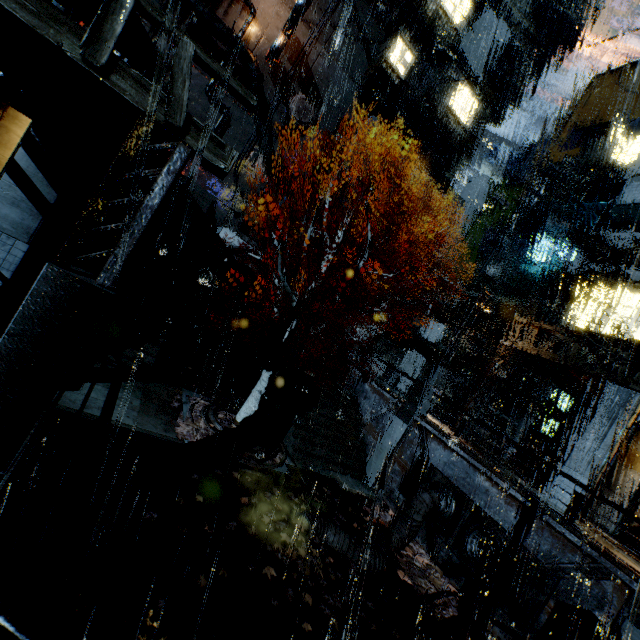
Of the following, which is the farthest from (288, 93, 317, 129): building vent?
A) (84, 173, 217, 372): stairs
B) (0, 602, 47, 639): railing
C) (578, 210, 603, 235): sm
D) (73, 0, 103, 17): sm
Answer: (0, 602, 47, 639): railing

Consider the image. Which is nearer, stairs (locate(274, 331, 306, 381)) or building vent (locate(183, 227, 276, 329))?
stairs (locate(274, 331, 306, 381))

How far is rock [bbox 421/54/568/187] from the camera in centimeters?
4703cm

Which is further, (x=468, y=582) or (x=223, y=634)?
(x=468, y=582)

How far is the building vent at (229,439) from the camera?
11.65m

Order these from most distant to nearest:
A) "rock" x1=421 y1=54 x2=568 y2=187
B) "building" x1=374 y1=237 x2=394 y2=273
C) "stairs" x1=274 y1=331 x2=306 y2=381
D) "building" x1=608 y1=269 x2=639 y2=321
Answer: "rock" x1=421 y1=54 x2=568 y2=187 → "building" x1=374 y1=237 x2=394 y2=273 → "stairs" x1=274 y1=331 x2=306 y2=381 → "building" x1=608 y1=269 x2=639 y2=321

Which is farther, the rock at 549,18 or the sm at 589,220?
the rock at 549,18

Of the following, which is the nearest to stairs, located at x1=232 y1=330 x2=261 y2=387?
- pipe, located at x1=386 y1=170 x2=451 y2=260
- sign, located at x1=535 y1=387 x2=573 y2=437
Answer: pipe, located at x1=386 y1=170 x2=451 y2=260
